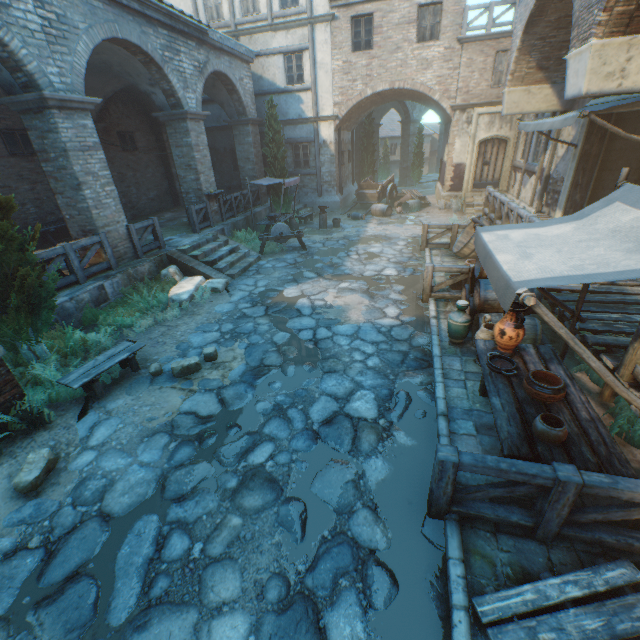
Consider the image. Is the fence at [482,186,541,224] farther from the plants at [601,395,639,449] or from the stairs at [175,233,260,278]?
the stairs at [175,233,260,278]

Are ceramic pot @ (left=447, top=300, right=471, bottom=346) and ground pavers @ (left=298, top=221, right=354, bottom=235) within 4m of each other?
no

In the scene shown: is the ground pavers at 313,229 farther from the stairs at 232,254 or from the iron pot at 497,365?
the iron pot at 497,365

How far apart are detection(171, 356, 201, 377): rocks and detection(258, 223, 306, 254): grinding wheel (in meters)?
7.13

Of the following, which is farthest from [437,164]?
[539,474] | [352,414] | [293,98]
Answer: A: [539,474]

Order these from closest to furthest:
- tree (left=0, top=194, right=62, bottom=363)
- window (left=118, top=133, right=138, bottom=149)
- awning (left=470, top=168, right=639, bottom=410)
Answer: awning (left=470, top=168, right=639, bottom=410) < tree (left=0, top=194, right=62, bottom=363) < window (left=118, top=133, right=138, bottom=149)

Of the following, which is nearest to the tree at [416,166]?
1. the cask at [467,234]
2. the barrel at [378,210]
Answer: the barrel at [378,210]

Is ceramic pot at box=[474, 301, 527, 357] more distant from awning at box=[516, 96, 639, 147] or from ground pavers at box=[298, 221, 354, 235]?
ground pavers at box=[298, 221, 354, 235]
